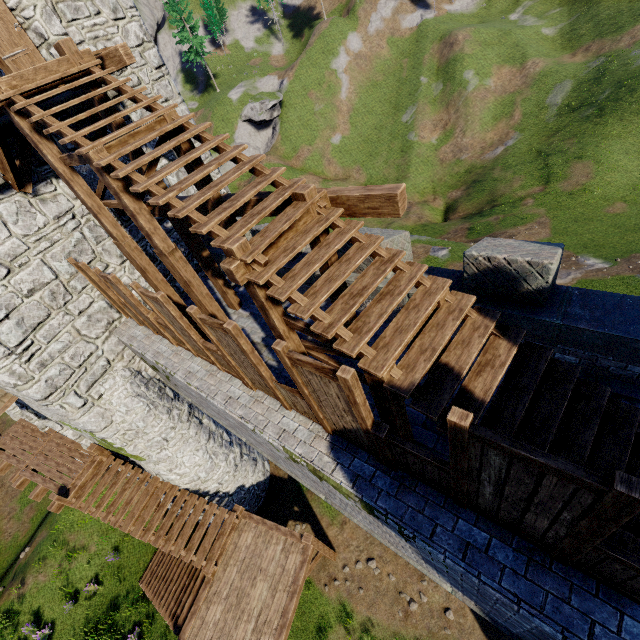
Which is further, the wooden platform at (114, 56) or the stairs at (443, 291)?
the wooden platform at (114, 56)

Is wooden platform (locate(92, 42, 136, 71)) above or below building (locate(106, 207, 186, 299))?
above

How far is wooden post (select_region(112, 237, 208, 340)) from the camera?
Result: 7.3m

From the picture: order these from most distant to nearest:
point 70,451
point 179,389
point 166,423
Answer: point 70,451 < point 166,423 < point 179,389

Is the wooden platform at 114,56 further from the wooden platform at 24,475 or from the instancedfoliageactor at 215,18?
the instancedfoliageactor at 215,18

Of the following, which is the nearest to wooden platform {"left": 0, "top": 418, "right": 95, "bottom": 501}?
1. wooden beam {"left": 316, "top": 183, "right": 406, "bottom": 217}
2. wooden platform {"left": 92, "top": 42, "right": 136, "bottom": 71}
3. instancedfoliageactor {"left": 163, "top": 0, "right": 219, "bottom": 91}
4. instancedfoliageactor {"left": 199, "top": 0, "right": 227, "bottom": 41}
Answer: wooden beam {"left": 316, "top": 183, "right": 406, "bottom": 217}

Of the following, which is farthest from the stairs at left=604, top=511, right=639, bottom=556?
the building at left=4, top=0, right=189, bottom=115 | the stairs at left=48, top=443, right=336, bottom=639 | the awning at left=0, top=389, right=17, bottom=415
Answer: the stairs at left=48, top=443, right=336, bottom=639

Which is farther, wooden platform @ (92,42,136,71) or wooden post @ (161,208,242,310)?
wooden post @ (161,208,242,310)
